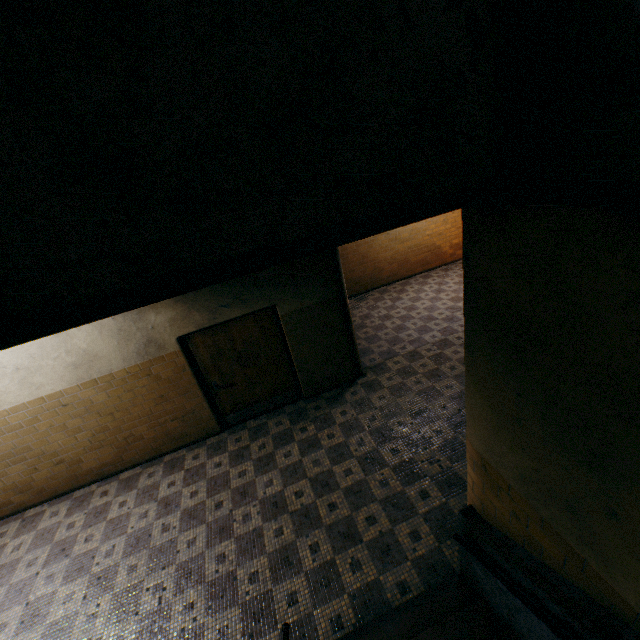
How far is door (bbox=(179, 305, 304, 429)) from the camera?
5.6 meters

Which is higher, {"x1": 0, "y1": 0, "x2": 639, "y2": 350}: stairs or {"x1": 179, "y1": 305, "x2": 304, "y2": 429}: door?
{"x1": 0, "y1": 0, "x2": 639, "y2": 350}: stairs

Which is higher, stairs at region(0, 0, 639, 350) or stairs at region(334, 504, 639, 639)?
stairs at region(0, 0, 639, 350)

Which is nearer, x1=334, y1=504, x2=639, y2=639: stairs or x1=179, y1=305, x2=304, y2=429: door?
x1=334, y1=504, x2=639, y2=639: stairs

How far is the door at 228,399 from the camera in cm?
559

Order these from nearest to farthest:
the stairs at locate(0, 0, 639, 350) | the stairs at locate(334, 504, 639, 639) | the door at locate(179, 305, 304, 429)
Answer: the stairs at locate(0, 0, 639, 350), the stairs at locate(334, 504, 639, 639), the door at locate(179, 305, 304, 429)

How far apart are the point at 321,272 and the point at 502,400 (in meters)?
4.02

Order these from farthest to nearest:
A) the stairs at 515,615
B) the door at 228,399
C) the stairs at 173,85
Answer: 1. the door at 228,399
2. the stairs at 515,615
3. the stairs at 173,85
